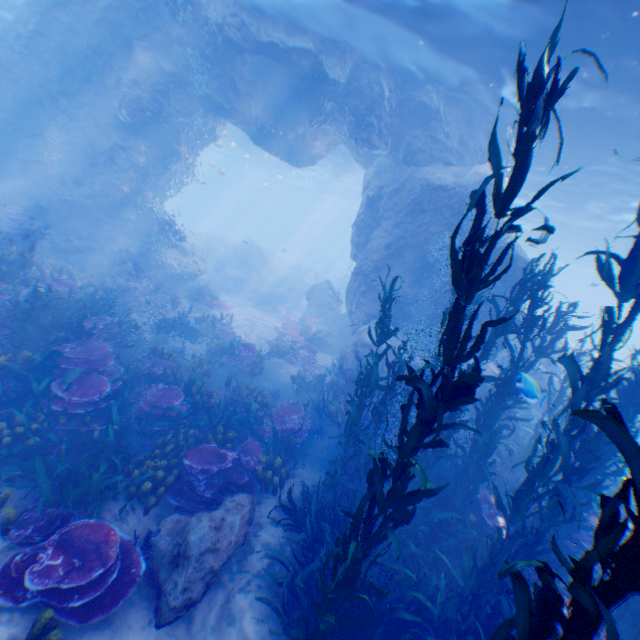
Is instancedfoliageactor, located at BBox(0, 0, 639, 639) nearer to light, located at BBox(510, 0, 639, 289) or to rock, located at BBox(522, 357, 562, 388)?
rock, located at BBox(522, 357, 562, 388)

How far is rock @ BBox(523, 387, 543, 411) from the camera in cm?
530

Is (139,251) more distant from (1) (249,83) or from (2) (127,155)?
(1) (249,83)

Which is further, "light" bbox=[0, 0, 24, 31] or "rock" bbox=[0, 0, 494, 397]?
"light" bbox=[0, 0, 24, 31]

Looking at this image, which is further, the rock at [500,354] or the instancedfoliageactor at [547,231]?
the rock at [500,354]

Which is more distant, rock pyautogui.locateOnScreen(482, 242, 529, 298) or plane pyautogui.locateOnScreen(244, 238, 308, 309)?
plane pyautogui.locateOnScreen(244, 238, 308, 309)

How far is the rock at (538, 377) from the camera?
14.8m
